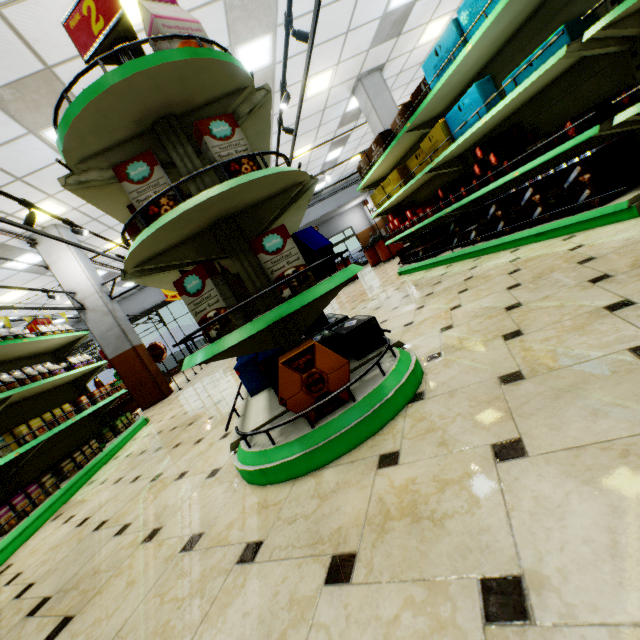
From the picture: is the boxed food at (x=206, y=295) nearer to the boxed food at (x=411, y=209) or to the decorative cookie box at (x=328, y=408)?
the decorative cookie box at (x=328, y=408)

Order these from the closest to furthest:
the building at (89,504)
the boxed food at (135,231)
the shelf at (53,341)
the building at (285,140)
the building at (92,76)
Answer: the building at (89,504), the boxed food at (135,231), the shelf at (53,341), the building at (92,76), the building at (285,140)

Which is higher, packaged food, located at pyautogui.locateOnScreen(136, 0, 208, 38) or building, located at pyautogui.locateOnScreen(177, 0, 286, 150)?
building, located at pyautogui.locateOnScreen(177, 0, 286, 150)

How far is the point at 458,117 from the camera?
3.5 meters

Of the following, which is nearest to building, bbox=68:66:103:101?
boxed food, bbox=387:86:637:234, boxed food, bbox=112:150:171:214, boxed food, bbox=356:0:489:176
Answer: boxed food, bbox=387:86:637:234

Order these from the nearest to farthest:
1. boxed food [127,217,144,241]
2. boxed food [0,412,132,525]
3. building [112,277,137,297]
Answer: boxed food [127,217,144,241] < boxed food [0,412,132,525] < building [112,277,137,297]

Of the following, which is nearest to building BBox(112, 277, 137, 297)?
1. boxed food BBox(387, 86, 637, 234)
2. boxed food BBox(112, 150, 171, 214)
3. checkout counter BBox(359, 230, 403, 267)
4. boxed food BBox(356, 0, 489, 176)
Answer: checkout counter BBox(359, 230, 403, 267)

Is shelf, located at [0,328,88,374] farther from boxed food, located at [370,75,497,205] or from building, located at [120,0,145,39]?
boxed food, located at [370,75,497,205]
